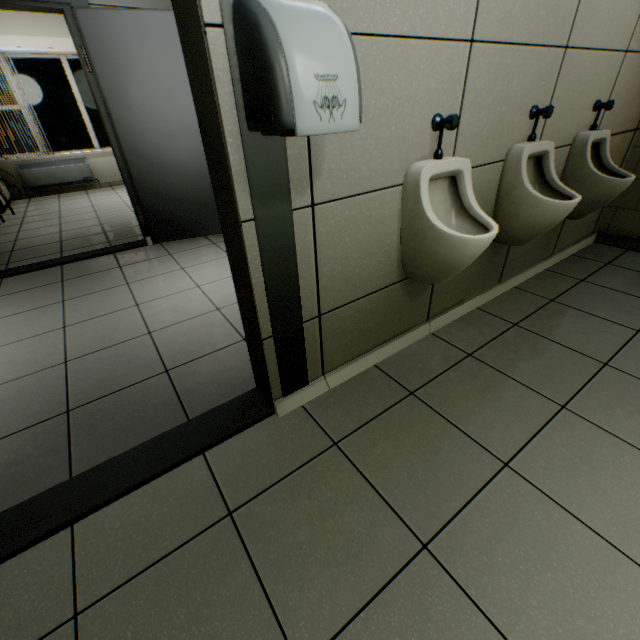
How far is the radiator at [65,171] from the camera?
6.4 meters

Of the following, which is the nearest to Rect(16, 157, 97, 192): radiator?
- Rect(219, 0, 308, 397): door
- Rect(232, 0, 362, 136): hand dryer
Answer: Rect(219, 0, 308, 397): door

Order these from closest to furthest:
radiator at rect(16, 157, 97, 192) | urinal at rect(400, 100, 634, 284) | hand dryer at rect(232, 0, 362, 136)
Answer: hand dryer at rect(232, 0, 362, 136), urinal at rect(400, 100, 634, 284), radiator at rect(16, 157, 97, 192)

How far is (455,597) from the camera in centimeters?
97cm

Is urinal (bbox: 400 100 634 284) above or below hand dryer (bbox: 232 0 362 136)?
below

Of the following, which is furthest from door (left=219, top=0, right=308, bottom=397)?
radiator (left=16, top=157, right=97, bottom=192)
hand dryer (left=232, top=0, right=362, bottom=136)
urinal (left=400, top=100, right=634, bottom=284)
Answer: radiator (left=16, top=157, right=97, bottom=192)

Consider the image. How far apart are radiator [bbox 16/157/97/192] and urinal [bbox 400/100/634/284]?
8.3m

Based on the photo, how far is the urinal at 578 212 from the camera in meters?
1.4 m
